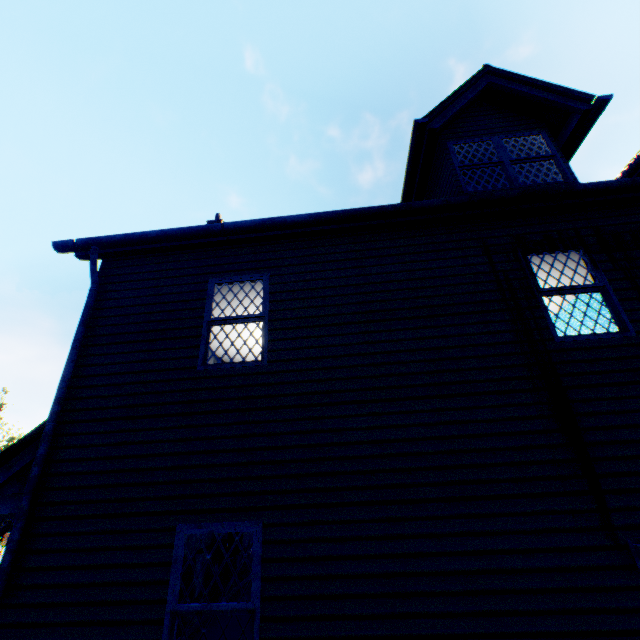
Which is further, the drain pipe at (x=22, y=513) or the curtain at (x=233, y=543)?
the curtain at (x=233, y=543)

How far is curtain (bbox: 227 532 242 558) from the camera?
9.7m

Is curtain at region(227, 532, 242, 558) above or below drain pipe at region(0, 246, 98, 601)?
below

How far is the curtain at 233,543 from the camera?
A: 9.7m

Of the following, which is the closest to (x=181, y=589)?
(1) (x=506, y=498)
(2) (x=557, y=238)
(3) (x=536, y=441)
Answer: (1) (x=506, y=498)

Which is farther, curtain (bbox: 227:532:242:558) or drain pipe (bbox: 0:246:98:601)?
curtain (bbox: 227:532:242:558)
